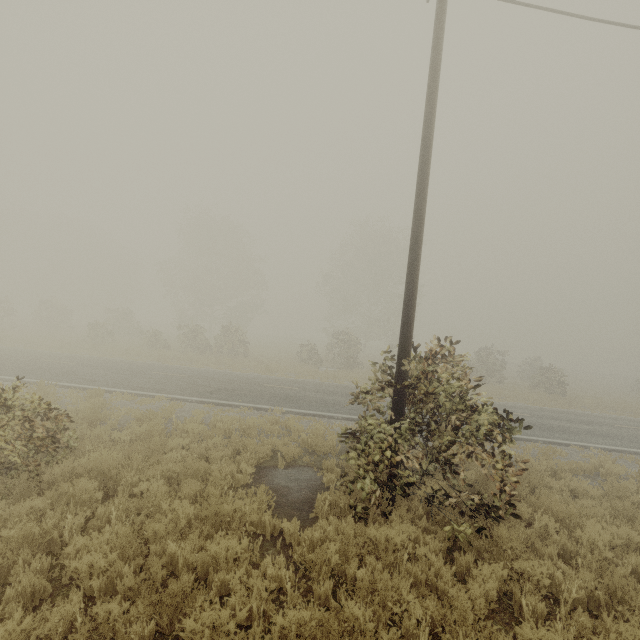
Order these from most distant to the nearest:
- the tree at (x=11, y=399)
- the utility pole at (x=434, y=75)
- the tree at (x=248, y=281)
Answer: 1. the tree at (x=248, y=281)
2. the utility pole at (x=434, y=75)
3. the tree at (x=11, y=399)

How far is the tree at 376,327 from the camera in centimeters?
593cm

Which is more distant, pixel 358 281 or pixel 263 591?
pixel 358 281

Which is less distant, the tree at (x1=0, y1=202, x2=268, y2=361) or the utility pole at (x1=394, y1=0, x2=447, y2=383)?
the utility pole at (x1=394, y1=0, x2=447, y2=383)

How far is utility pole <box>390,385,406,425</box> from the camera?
6.4m

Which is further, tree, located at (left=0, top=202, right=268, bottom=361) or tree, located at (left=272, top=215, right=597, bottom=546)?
tree, located at (left=0, top=202, right=268, bottom=361)
